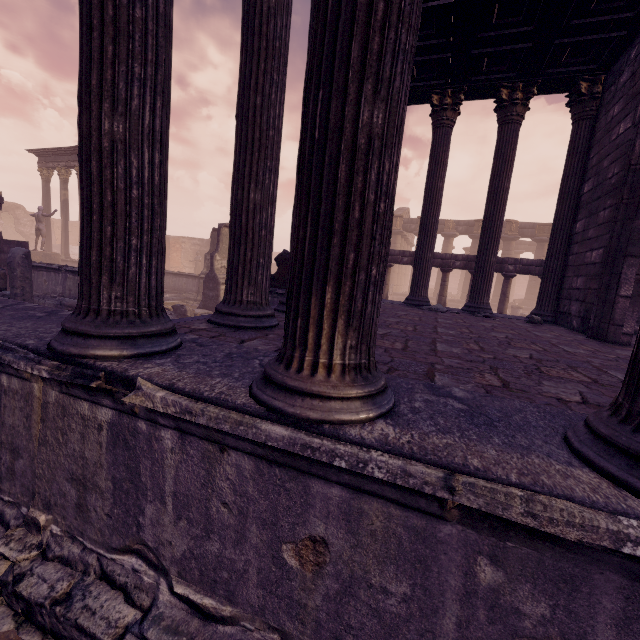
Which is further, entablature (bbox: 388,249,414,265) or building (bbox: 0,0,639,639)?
entablature (bbox: 388,249,414,265)

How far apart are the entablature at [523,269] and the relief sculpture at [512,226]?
15.5m

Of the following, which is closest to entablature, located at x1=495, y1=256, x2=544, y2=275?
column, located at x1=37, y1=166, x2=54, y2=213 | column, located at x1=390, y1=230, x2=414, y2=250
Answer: column, located at x1=390, y1=230, x2=414, y2=250

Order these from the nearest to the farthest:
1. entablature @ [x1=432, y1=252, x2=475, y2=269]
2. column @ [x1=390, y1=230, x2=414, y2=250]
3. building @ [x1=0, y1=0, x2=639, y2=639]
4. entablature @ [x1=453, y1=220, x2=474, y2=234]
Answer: building @ [x1=0, y1=0, x2=639, y2=639] < entablature @ [x1=432, y1=252, x2=475, y2=269] < entablature @ [x1=453, y1=220, x2=474, y2=234] < column @ [x1=390, y1=230, x2=414, y2=250]

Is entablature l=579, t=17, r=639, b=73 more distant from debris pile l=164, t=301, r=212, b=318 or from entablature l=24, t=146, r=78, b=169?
entablature l=24, t=146, r=78, b=169

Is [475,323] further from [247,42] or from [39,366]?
[39,366]

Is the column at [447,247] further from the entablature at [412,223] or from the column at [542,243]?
the column at [542,243]

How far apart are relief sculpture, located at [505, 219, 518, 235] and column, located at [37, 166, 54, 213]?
31.9 meters
